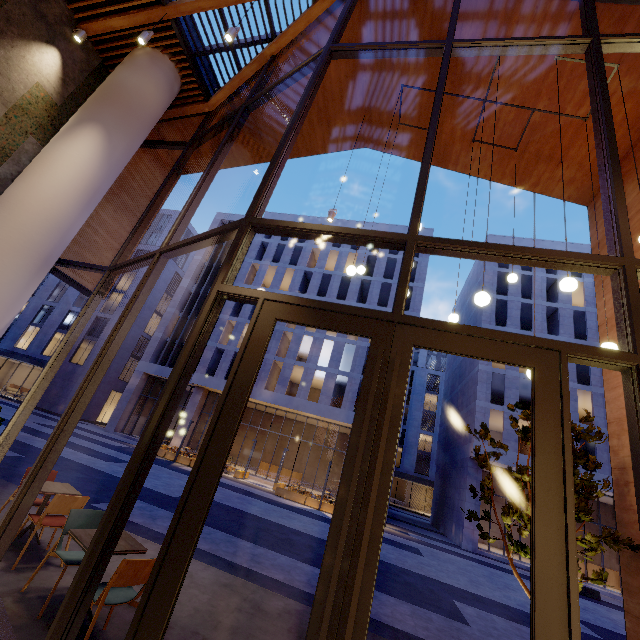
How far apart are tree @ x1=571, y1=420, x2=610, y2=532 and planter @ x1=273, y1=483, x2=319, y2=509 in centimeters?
1724cm

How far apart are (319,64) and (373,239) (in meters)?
3.82

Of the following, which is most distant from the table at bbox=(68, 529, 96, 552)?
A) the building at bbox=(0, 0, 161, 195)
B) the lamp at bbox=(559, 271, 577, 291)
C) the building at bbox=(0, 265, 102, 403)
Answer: the building at bbox=(0, 265, 102, 403)

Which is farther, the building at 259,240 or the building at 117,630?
the building at 259,240

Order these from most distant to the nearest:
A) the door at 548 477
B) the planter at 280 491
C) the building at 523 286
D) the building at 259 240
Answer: the building at 259 240
the building at 523 286
the planter at 280 491
the door at 548 477

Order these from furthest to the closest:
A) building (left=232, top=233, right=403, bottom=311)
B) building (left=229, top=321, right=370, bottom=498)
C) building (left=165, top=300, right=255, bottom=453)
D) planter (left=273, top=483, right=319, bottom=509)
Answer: building (left=232, top=233, right=403, bottom=311) → building (left=165, top=300, right=255, bottom=453) → building (left=229, top=321, right=370, bottom=498) → planter (left=273, top=483, right=319, bottom=509)

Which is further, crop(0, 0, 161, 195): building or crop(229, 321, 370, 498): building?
crop(229, 321, 370, 498): building

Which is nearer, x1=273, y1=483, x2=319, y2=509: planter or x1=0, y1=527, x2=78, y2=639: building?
x1=0, y1=527, x2=78, y2=639: building
